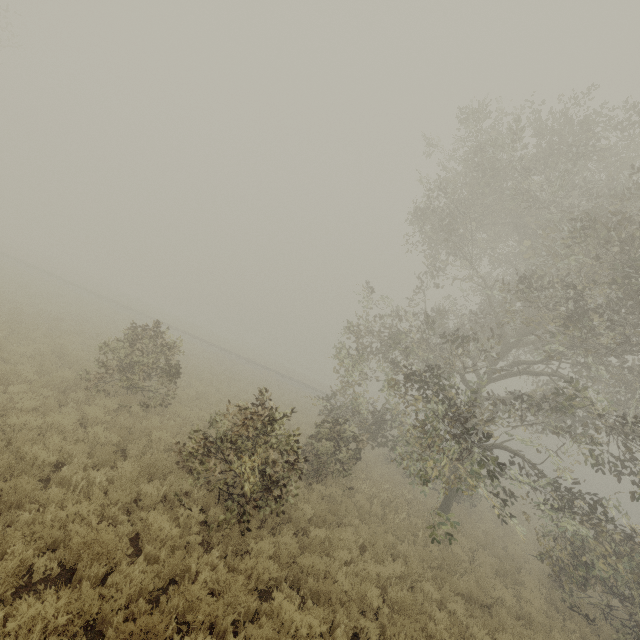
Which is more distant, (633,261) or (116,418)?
(116,418)

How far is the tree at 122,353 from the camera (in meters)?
11.04

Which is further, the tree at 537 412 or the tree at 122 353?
the tree at 122 353

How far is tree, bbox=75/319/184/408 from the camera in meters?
11.0

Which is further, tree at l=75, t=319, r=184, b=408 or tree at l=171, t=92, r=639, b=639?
tree at l=75, t=319, r=184, b=408
